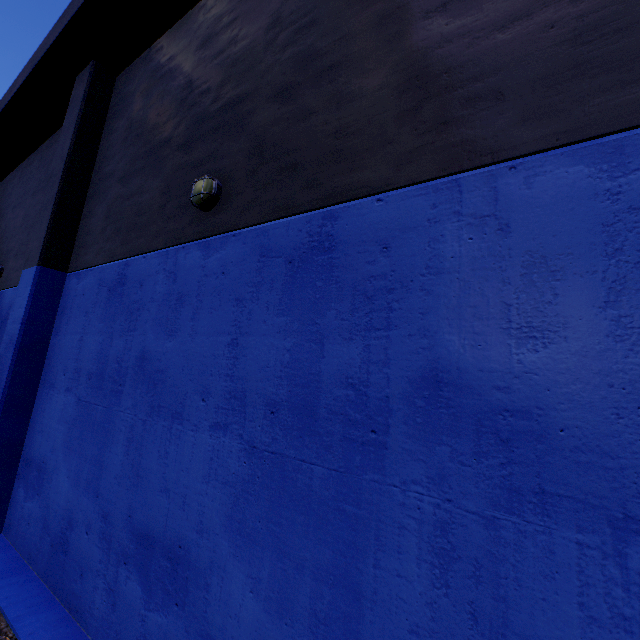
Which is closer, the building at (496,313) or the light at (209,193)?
the building at (496,313)

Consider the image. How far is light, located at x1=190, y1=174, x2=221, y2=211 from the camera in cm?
420

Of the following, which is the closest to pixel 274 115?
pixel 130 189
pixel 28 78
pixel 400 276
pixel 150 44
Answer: pixel 400 276

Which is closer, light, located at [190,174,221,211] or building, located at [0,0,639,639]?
Answer: building, located at [0,0,639,639]

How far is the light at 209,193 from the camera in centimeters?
420cm
